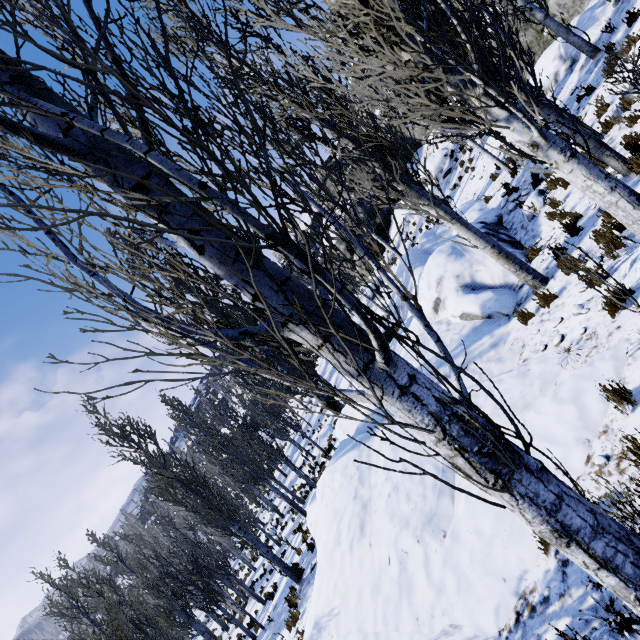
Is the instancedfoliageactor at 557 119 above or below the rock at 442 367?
above

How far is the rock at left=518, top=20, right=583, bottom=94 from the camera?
12.38m

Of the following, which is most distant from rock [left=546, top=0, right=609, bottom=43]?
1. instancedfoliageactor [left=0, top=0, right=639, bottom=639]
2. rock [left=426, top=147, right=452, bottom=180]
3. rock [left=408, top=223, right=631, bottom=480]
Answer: rock [left=426, top=147, right=452, bottom=180]

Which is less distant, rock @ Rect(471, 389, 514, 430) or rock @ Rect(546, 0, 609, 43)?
rock @ Rect(471, 389, 514, 430)

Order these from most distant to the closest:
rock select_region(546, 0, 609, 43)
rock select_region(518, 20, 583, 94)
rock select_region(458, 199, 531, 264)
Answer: rock select_region(518, 20, 583, 94)
rock select_region(546, 0, 609, 43)
rock select_region(458, 199, 531, 264)

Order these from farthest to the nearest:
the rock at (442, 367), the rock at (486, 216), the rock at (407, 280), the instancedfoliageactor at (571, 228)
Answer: the rock at (407, 280), the rock at (486, 216), the rock at (442, 367), the instancedfoliageactor at (571, 228)

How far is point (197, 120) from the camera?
1.3 meters

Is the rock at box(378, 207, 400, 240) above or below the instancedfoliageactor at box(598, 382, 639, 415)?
above
